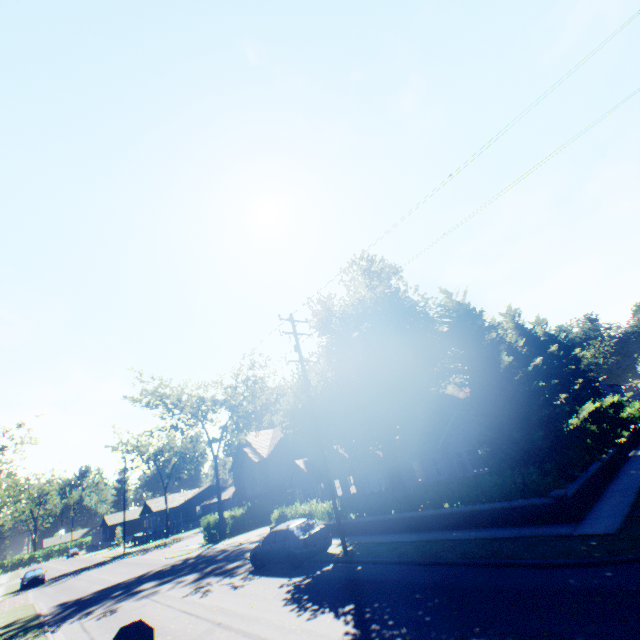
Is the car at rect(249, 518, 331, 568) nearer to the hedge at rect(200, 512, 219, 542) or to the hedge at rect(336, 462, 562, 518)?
the hedge at rect(336, 462, 562, 518)

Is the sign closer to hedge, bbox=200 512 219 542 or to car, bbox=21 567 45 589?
hedge, bbox=200 512 219 542

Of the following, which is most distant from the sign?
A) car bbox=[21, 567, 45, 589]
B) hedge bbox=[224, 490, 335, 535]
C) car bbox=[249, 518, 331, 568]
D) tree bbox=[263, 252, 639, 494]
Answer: car bbox=[21, 567, 45, 589]

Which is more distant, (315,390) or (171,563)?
(171,563)

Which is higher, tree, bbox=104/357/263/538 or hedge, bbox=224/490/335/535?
tree, bbox=104/357/263/538

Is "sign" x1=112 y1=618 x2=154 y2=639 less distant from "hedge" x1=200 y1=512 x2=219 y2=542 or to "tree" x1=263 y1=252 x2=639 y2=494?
"tree" x1=263 y1=252 x2=639 y2=494

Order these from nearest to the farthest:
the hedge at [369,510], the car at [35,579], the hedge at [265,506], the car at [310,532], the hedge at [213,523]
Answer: the hedge at [369,510]
the car at [310,532]
the hedge at [265,506]
the hedge at [213,523]
the car at [35,579]

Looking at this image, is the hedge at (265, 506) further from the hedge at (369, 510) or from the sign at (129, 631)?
the sign at (129, 631)
